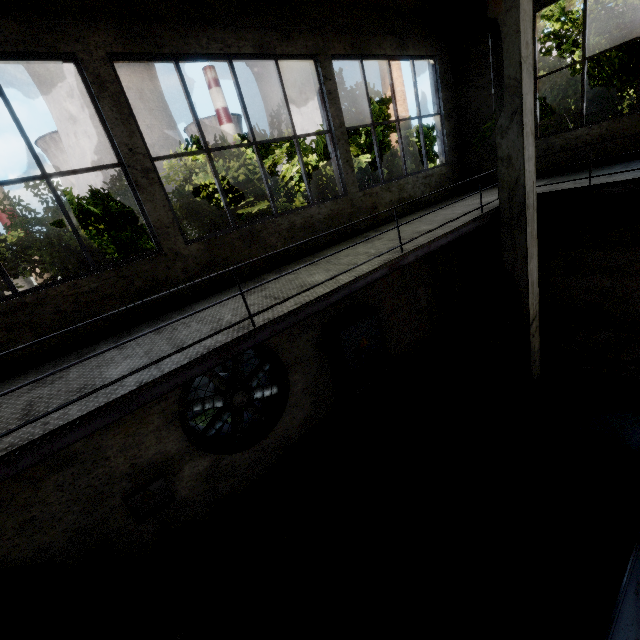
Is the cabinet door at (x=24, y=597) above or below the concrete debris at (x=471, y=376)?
above

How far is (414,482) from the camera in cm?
582

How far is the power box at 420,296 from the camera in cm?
903

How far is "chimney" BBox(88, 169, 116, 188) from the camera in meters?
59.2

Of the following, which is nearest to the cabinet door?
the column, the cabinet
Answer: the cabinet

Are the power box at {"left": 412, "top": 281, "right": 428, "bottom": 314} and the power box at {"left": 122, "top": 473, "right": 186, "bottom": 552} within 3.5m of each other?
no

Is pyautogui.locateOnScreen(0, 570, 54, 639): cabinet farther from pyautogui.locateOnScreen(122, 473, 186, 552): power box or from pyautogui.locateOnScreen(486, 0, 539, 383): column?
pyautogui.locateOnScreen(486, 0, 539, 383): column
